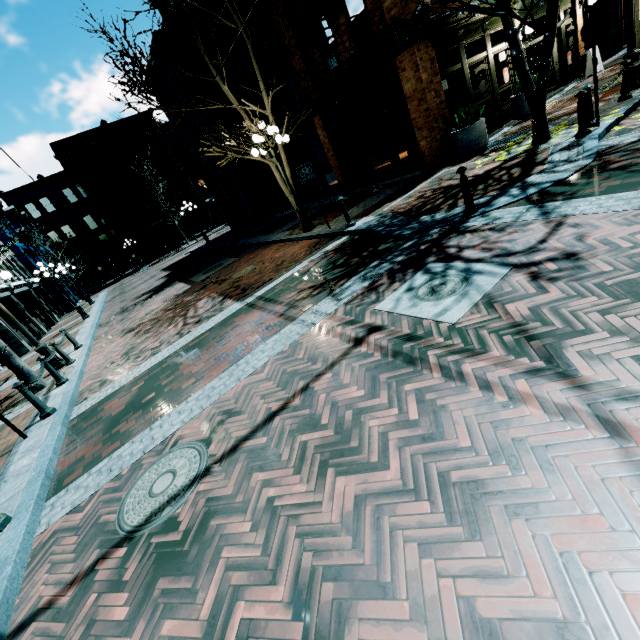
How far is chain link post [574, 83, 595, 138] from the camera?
6.6m

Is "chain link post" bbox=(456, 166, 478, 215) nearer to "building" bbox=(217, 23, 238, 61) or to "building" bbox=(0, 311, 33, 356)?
"building" bbox=(217, 23, 238, 61)

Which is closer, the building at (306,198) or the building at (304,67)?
the building at (304,67)

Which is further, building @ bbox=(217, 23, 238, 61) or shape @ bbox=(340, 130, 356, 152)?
shape @ bbox=(340, 130, 356, 152)

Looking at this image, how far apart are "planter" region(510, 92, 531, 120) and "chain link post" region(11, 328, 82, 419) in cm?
1695

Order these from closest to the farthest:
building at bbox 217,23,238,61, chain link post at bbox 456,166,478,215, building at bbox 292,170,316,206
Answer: chain link post at bbox 456,166,478,215 → building at bbox 217,23,238,61 → building at bbox 292,170,316,206

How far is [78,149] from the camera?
35.5m

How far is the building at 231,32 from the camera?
15.2m
